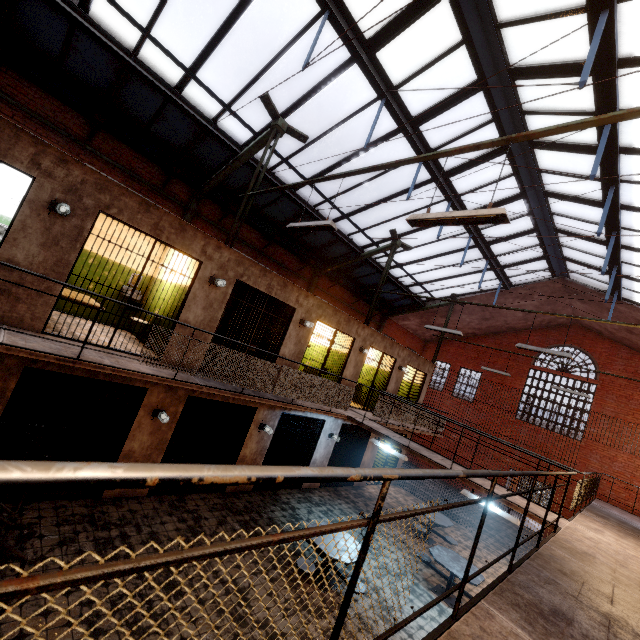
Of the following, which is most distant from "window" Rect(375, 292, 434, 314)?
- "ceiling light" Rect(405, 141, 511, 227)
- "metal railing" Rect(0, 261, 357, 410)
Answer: "metal railing" Rect(0, 261, 357, 410)

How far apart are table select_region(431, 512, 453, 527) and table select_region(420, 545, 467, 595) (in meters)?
1.39

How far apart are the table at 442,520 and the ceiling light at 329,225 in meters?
9.7 m

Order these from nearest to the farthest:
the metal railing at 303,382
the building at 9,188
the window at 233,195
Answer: the metal railing at 303,382, the building at 9,188, the window at 233,195

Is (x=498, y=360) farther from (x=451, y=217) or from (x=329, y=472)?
(x=329, y=472)

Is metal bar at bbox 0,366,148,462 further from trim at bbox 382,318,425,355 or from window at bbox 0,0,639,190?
trim at bbox 382,318,425,355

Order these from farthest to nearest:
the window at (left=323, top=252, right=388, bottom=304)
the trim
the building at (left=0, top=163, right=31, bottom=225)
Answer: the trim, the window at (left=323, top=252, right=388, bottom=304), the building at (left=0, top=163, right=31, bottom=225)

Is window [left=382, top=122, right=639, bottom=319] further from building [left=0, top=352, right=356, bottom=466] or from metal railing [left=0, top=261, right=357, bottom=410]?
building [left=0, top=352, right=356, bottom=466]
